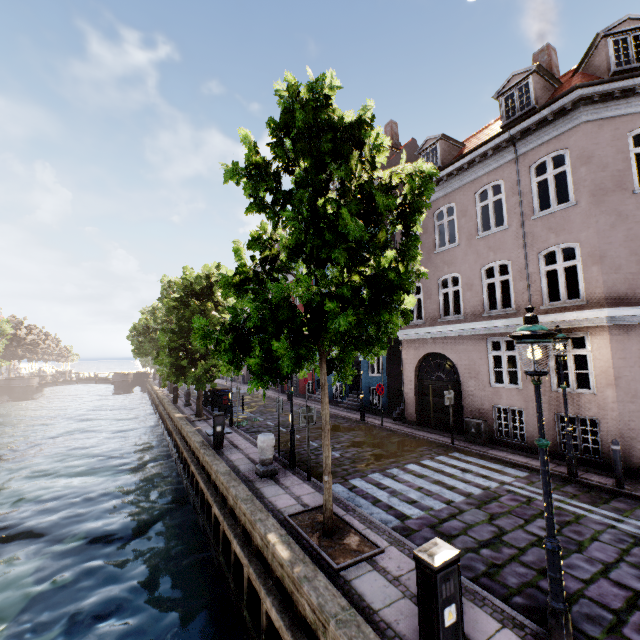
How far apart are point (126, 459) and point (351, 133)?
20.57m

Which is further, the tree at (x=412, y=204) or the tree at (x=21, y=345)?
the tree at (x=21, y=345)

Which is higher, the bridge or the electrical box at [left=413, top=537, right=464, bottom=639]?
the electrical box at [left=413, top=537, right=464, bottom=639]

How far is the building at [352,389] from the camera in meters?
19.5 m

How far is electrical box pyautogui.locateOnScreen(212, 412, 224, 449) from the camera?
11.7 meters

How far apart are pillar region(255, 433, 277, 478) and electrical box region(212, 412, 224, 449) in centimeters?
304cm

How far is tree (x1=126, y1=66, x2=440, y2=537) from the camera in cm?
498

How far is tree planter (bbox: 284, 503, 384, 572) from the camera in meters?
5.2 m
